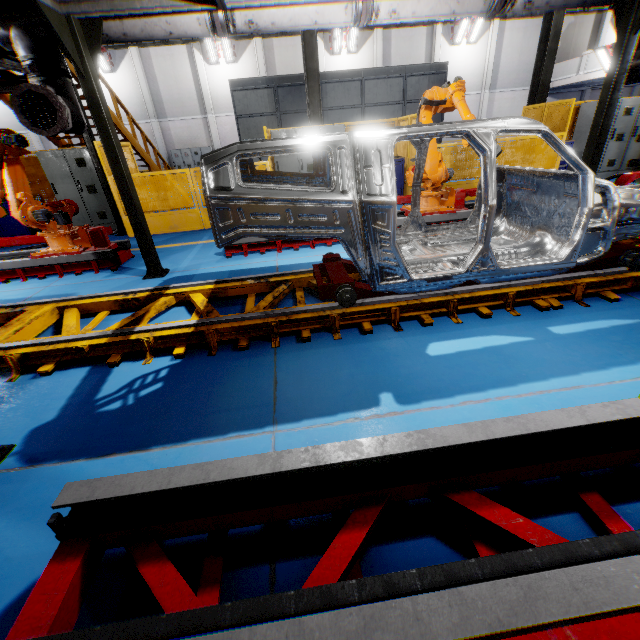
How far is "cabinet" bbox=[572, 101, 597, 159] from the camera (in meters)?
9.70

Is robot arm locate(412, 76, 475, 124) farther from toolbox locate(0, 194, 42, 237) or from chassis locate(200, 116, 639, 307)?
toolbox locate(0, 194, 42, 237)

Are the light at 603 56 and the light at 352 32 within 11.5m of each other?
no

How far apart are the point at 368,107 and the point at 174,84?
14.8m

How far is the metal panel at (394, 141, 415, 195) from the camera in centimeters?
908cm

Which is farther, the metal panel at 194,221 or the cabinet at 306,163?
the cabinet at 306,163

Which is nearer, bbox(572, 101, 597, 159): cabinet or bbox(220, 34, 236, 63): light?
bbox(572, 101, 597, 159): cabinet
